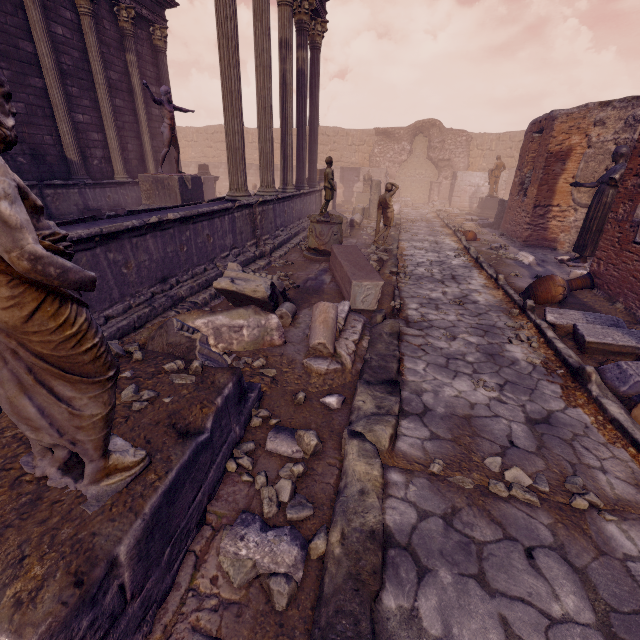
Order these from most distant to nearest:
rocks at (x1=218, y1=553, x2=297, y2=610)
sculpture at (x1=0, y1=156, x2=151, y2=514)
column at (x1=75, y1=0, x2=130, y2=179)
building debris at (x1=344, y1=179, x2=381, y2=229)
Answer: building debris at (x1=344, y1=179, x2=381, y2=229)
column at (x1=75, y1=0, x2=130, y2=179)
rocks at (x1=218, y1=553, x2=297, y2=610)
sculpture at (x1=0, y1=156, x2=151, y2=514)

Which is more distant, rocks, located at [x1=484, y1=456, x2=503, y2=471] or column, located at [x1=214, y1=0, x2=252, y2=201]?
column, located at [x1=214, y1=0, x2=252, y2=201]

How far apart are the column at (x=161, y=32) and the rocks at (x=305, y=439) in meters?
15.5

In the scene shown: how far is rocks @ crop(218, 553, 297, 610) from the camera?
1.9m

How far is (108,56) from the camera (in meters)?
11.04

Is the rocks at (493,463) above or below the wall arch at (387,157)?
below

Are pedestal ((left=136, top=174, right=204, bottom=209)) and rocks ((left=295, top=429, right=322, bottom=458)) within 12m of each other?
yes

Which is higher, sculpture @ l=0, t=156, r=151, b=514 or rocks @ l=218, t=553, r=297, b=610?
sculpture @ l=0, t=156, r=151, b=514
